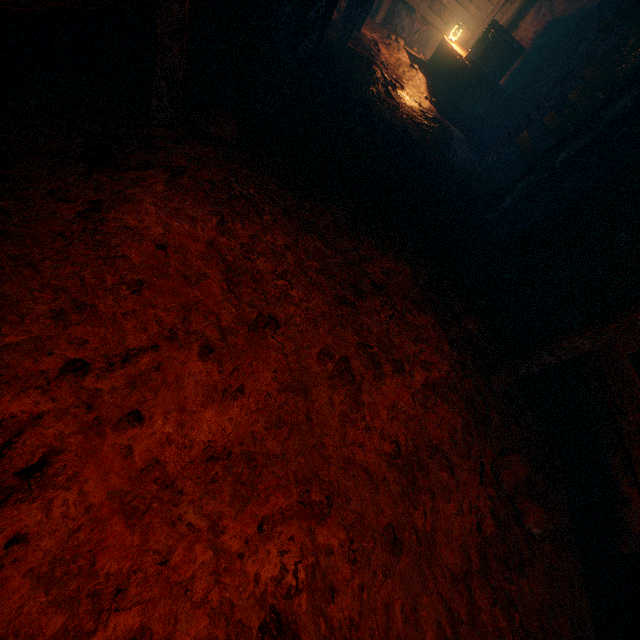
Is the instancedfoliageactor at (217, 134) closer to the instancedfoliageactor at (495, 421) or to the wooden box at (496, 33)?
the instancedfoliageactor at (495, 421)

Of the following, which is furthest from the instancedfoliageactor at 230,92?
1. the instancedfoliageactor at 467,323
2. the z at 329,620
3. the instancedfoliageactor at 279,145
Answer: the instancedfoliageactor at 467,323

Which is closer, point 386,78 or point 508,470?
point 508,470

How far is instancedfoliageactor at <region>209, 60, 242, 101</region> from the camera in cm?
343

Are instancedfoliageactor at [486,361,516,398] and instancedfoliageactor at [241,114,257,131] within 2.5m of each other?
no

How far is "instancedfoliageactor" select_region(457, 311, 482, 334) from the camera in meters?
3.4

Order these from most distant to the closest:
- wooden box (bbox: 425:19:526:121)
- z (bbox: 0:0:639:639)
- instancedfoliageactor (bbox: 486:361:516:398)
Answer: wooden box (bbox: 425:19:526:121)
instancedfoliageactor (bbox: 486:361:516:398)
z (bbox: 0:0:639:639)

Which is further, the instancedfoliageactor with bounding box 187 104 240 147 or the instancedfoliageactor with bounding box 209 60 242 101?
the instancedfoliageactor with bounding box 209 60 242 101
